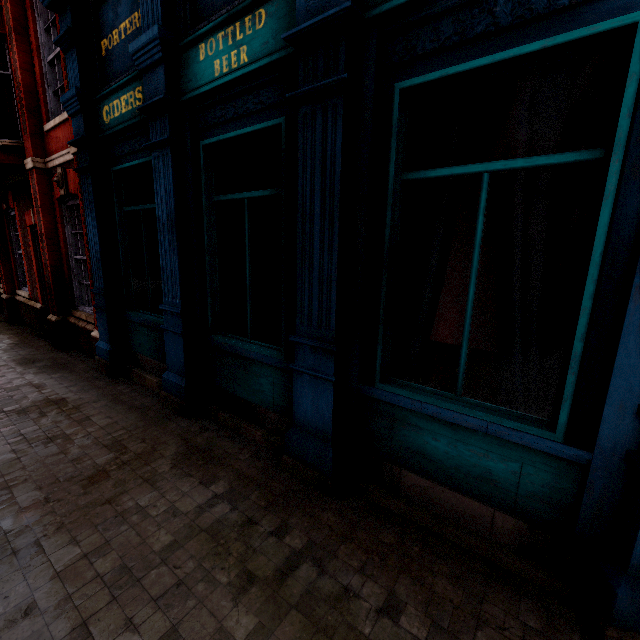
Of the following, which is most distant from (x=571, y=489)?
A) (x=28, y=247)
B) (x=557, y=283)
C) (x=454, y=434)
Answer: (x=28, y=247)
